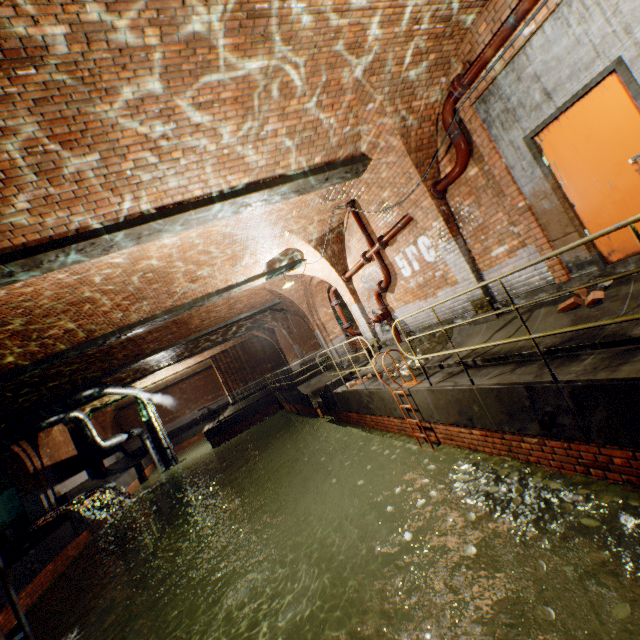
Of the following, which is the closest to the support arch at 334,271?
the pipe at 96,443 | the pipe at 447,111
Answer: the pipe at 96,443

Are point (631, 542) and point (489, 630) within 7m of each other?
yes

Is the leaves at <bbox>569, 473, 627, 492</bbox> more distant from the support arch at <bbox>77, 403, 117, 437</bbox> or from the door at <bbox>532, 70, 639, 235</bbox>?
the support arch at <bbox>77, 403, 117, 437</bbox>

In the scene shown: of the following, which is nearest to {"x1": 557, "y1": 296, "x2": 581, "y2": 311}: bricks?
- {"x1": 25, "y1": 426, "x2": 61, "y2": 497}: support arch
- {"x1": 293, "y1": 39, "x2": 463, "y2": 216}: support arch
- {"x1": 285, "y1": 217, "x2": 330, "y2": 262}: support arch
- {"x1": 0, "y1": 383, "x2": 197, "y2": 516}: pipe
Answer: {"x1": 293, "y1": 39, "x2": 463, "y2": 216}: support arch

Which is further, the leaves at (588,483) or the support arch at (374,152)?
the support arch at (374,152)

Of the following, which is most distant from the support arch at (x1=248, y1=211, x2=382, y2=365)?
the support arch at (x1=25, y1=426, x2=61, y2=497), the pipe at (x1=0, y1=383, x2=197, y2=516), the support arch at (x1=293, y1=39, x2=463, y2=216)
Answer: the support arch at (x1=293, y1=39, x2=463, y2=216)

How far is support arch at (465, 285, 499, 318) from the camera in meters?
6.4

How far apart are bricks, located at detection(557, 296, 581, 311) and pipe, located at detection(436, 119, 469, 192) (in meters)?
2.81
